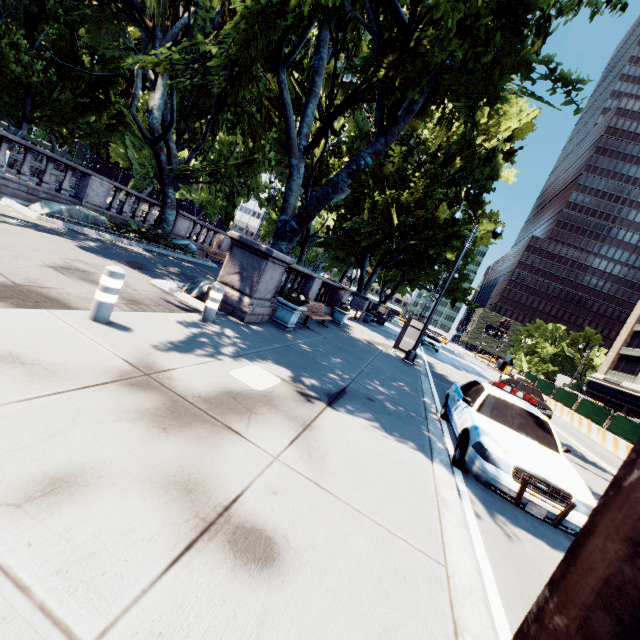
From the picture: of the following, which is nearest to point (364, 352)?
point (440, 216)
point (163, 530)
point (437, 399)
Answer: point (437, 399)

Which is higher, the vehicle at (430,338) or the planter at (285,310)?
the vehicle at (430,338)

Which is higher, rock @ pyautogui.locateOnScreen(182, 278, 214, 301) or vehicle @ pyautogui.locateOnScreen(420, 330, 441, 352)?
vehicle @ pyautogui.locateOnScreen(420, 330, 441, 352)

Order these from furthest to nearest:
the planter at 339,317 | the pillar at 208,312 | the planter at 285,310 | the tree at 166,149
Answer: the planter at 339,317
the planter at 285,310
the tree at 166,149
the pillar at 208,312

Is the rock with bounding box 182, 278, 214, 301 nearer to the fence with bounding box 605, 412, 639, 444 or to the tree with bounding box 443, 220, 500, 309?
the tree with bounding box 443, 220, 500, 309

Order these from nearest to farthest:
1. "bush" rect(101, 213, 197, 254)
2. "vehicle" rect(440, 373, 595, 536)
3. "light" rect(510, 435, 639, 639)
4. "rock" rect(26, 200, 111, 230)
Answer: "light" rect(510, 435, 639, 639) < "vehicle" rect(440, 373, 595, 536) < "rock" rect(26, 200, 111, 230) < "bush" rect(101, 213, 197, 254)

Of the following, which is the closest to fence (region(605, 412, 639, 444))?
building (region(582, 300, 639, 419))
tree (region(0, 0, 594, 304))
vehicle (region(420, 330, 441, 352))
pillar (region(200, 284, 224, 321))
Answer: building (region(582, 300, 639, 419))

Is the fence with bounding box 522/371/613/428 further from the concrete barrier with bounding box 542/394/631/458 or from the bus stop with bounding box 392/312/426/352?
the bus stop with bounding box 392/312/426/352
